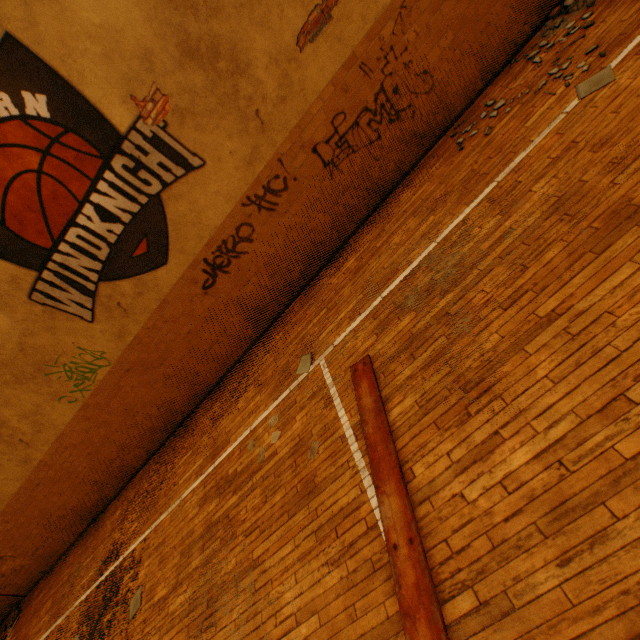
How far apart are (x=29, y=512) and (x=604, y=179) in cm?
1247
